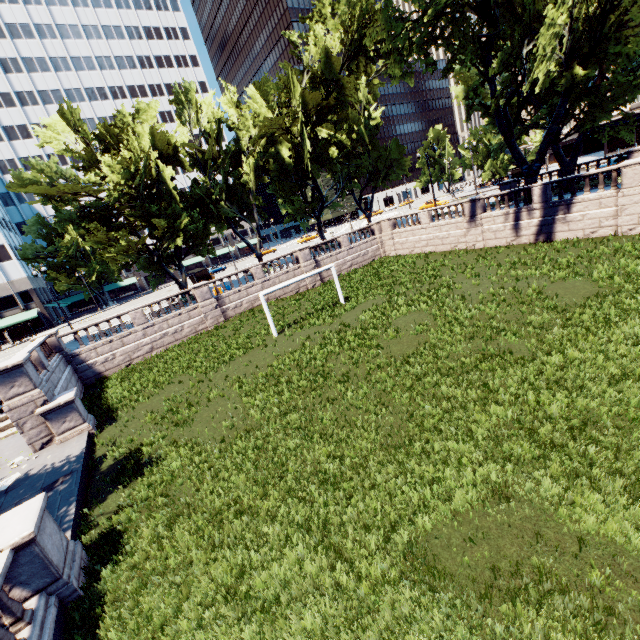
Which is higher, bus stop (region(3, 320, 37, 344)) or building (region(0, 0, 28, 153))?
building (region(0, 0, 28, 153))

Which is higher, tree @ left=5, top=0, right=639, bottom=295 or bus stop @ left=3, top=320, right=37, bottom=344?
tree @ left=5, top=0, right=639, bottom=295

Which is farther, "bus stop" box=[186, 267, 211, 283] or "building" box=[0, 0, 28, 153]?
"building" box=[0, 0, 28, 153]

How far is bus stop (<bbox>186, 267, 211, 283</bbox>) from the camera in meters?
43.3

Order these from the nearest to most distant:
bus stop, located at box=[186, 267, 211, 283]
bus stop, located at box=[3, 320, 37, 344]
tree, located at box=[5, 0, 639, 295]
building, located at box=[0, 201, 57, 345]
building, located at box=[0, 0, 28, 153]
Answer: tree, located at box=[5, 0, 639, 295] → bus stop, located at box=[186, 267, 211, 283] → bus stop, located at box=[3, 320, 37, 344] → building, located at box=[0, 201, 57, 345] → building, located at box=[0, 0, 28, 153]

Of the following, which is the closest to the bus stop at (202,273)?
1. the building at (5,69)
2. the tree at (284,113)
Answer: the tree at (284,113)

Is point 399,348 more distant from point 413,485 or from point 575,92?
point 575,92

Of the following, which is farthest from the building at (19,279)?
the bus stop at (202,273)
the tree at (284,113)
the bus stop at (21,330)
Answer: the bus stop at (202,273)
